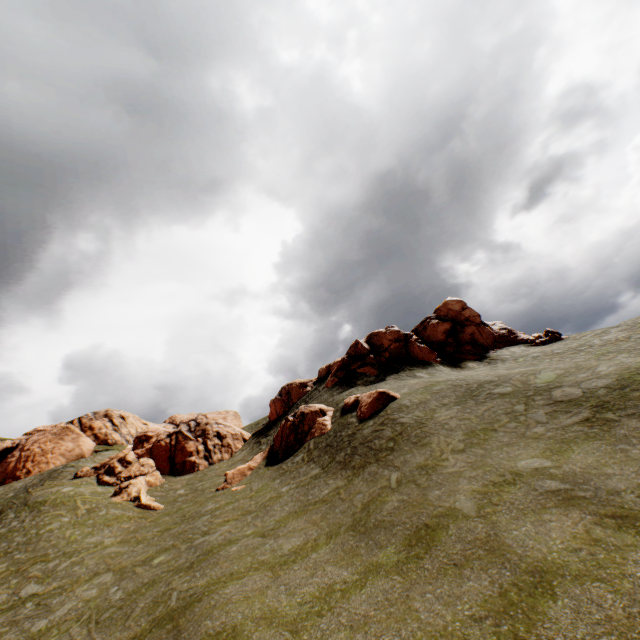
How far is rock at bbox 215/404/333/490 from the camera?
23.88m

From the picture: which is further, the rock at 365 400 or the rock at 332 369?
the rock at 332 369

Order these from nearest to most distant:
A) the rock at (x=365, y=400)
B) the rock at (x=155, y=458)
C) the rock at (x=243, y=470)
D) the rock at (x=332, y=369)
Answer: the rock at (x=365, y=400) < the rock at (x=243, y=470) < the rock at (x=155, y=458) < the rock at (x=332, y=369)

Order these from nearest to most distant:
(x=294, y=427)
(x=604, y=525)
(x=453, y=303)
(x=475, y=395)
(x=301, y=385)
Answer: (x=604, y=525), (x=475, y=395), (x=294, y=427), (x=453, y=303), (x=301, y=385)

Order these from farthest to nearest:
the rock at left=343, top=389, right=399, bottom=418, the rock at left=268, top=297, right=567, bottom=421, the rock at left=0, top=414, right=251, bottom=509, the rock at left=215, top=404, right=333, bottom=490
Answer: the rock at left=268, top=297, right=567, bottom=421 < the rock at left=0, top=414, right=251, bottom=509 < the rock at left=215, top=404, right=333, bottom=490 < the rock at left=343, top=389, right=399, bottom=418

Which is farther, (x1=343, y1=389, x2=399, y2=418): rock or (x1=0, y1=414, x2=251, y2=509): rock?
(x1=0, y1=414, x2=251, y2=509): rock
